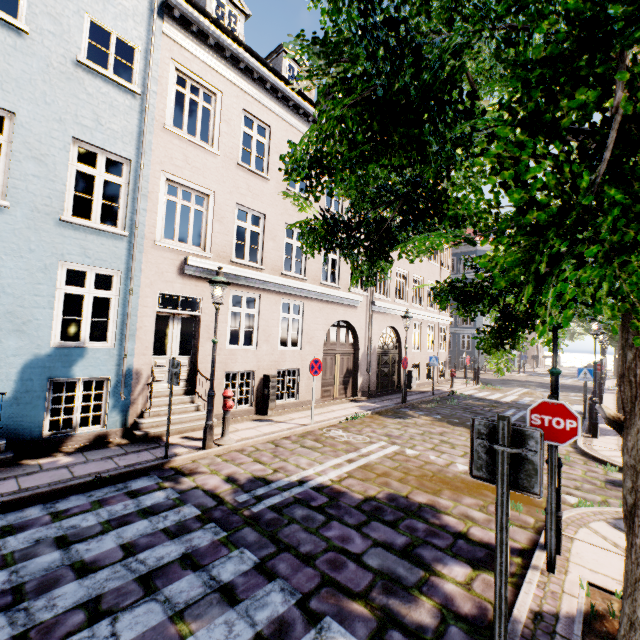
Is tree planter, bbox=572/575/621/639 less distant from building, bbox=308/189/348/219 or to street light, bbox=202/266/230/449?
street light, bbox=202/266/230/449

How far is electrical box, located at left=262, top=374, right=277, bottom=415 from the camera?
10.13m

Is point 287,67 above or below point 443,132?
above

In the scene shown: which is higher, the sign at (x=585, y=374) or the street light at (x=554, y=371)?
the street light at (x=554, y=371)

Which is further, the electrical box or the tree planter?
the electrical box

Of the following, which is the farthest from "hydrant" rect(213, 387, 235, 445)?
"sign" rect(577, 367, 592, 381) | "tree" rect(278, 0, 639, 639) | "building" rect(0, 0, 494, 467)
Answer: "building" rect(0, 0, 494, 467)

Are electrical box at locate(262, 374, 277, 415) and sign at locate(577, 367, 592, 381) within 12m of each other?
yes

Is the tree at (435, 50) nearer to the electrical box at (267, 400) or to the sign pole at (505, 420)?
the sign pole at (505, 420)
